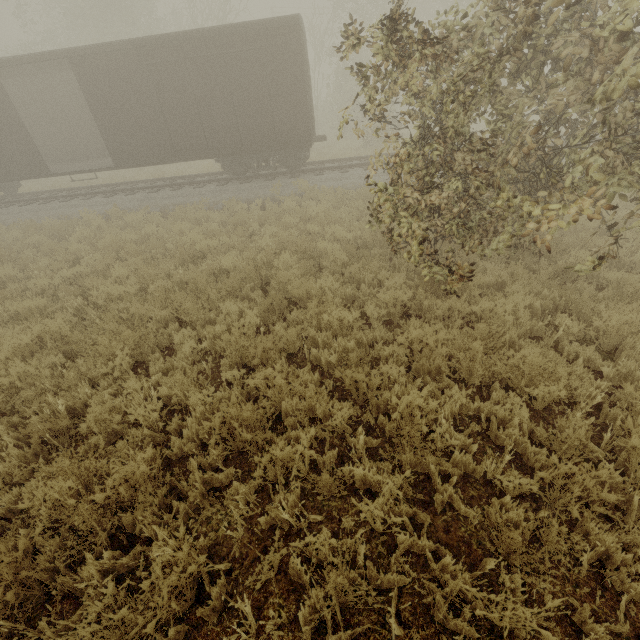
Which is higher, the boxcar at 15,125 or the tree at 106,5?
the tree at 106,5

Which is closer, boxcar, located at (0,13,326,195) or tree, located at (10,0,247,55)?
boxcar, located at (0,13,326,195)

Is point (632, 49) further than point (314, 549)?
Yes

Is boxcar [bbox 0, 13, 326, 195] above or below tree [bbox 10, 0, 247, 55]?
below

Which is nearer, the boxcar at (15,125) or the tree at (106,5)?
the boxcar at (15,125)
